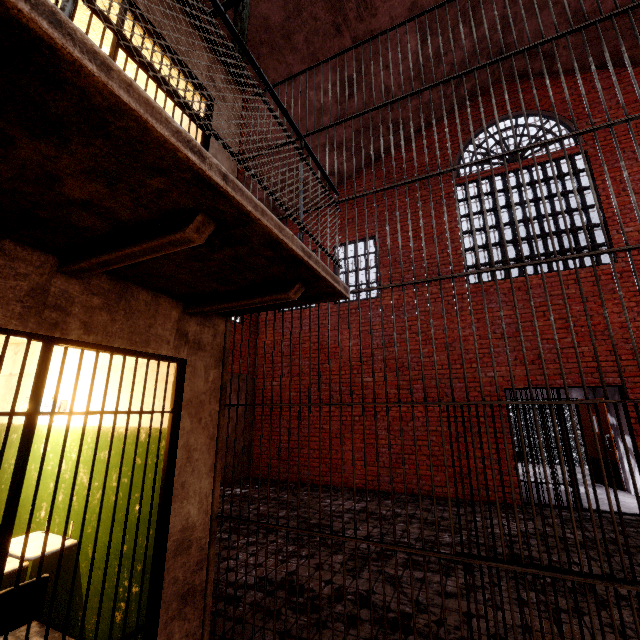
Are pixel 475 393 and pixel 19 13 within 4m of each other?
no

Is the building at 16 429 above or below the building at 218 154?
below

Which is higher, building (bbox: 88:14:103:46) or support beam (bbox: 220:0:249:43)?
support beam (bbox: 220:0:249:43)

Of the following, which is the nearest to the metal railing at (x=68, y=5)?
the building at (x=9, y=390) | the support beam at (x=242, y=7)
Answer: the building at (x=9, y=390)

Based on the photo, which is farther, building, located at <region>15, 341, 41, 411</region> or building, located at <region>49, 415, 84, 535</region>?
building, located at <region>15, 341, 41, 411</region>

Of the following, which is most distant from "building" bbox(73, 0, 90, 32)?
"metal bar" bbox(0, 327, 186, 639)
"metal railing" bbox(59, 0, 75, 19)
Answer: "metal bar" bbox(0, 327, 186, 639)

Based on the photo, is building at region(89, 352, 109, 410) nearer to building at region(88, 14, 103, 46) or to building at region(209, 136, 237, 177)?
building at region(209, 136, 237, 177)

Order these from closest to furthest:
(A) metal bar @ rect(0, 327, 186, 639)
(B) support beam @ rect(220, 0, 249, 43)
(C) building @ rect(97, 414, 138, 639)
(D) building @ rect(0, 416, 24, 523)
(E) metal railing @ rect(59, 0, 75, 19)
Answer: (E) metal railing @ rect(59, 0, 75, 19), (A) metal bar @ rect(0, 327, 186, 639), (C) building @ rect(97, 414, 138, 639), (D) building @ rect(0, 416, 24, 523), (B) support beam @ rect(220, 0, 249, 43)
